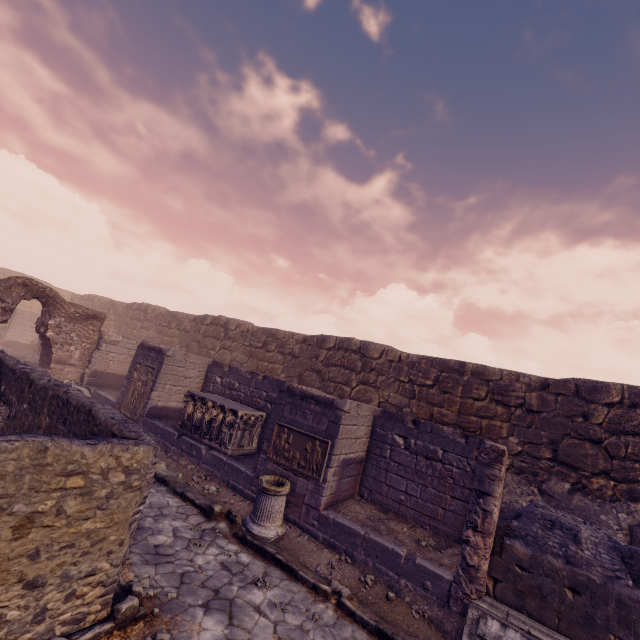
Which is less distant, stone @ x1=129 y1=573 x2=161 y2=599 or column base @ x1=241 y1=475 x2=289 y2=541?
stone @ x1=129 y1=573 x2=161 y2=599

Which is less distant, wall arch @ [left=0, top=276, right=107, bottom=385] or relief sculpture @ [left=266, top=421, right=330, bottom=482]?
relief sculpture @ [left=266, top=421, right=330, bottom=482]

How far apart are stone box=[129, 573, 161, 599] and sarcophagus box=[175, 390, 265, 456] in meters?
4.3 m

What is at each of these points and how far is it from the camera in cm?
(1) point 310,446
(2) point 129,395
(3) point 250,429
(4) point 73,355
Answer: (1) relief sculpture, 723
(2) relief sculpture, 1117
(3) sarcophagus, 921
(4) wall arch, 1295

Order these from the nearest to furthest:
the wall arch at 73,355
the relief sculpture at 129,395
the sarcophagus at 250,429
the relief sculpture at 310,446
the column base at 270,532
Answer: the column base at 270,532, the relief sculpture at 310,446, the sarcophagus at 250,429, the relief sculpture at 129,395, the wall arch at 73,355

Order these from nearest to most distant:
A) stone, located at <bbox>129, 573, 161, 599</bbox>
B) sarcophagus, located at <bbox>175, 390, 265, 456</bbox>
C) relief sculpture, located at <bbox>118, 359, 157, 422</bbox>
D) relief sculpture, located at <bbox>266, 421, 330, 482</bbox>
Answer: stone, located at <bbox>129, 573, 161, 599</bbox>, relief sculpture, located at <bbox>266, 421, 330, 482</bbox>, sarcophagus, located at <bbox>175, 390, 265, 456</bbox>, relief sculpture, located at <bbox>118, 359, 157, 422</bbox>

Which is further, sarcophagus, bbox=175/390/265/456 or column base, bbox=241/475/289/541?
sarcophagus, bbox=175/390/265/456

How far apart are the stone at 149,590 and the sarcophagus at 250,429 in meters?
4.3
